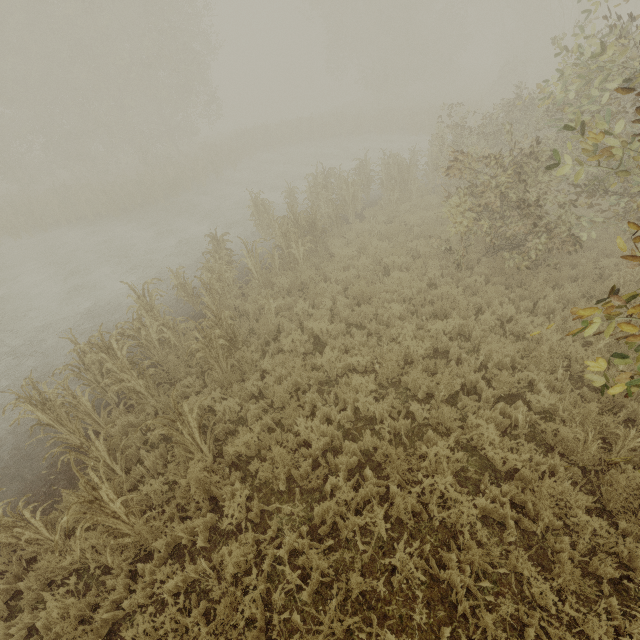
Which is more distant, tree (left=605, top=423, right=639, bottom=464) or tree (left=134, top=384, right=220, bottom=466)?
tree (left=134, top=384, right=220, bottom=466)

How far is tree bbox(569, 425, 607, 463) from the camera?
4.5m

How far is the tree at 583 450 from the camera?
4.5m

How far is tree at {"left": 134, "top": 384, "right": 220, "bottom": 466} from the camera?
4.8m

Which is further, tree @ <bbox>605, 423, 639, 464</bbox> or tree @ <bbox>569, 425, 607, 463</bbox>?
tree @ <bbox>569, 425, 607, 463</bbox>

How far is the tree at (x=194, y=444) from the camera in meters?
4.8

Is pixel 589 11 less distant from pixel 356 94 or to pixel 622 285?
pixel 622 285
